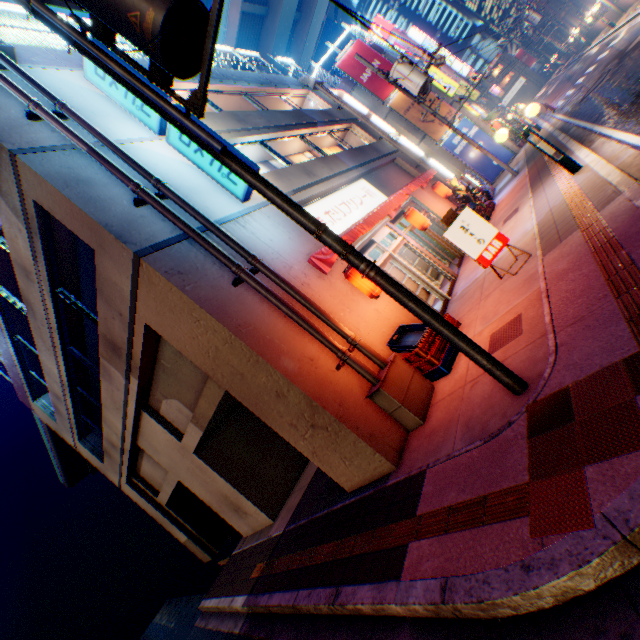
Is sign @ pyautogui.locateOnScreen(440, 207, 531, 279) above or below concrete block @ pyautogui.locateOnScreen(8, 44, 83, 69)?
below

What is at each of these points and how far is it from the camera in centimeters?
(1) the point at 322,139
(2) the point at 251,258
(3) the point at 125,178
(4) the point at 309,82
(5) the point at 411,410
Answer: (1) building, 1536cm
(2) pipe, 636cm
(3) pipe, 616cm
(4) ventilation tube, 1755cm
(5) ventilation tube, 564cm

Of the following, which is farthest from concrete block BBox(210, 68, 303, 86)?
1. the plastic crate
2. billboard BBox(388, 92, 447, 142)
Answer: the plastic crate

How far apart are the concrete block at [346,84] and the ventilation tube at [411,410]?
23.2m

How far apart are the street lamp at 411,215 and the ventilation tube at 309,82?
11.3 meters

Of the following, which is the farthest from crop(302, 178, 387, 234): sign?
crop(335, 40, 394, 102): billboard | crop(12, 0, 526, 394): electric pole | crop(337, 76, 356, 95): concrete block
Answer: crop(337, 76, 356, 95): concrete block

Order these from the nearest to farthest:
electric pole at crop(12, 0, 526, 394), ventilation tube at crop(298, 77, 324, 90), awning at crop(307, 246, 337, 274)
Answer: electric pole at crop(12, 0, 526, 394), awning at crop(307, 246, 337, 274), ventilation tube at crop(298, 77, 324, 90)

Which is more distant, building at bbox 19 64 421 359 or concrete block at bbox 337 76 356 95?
concrete block at bbox 337 76 356 95
